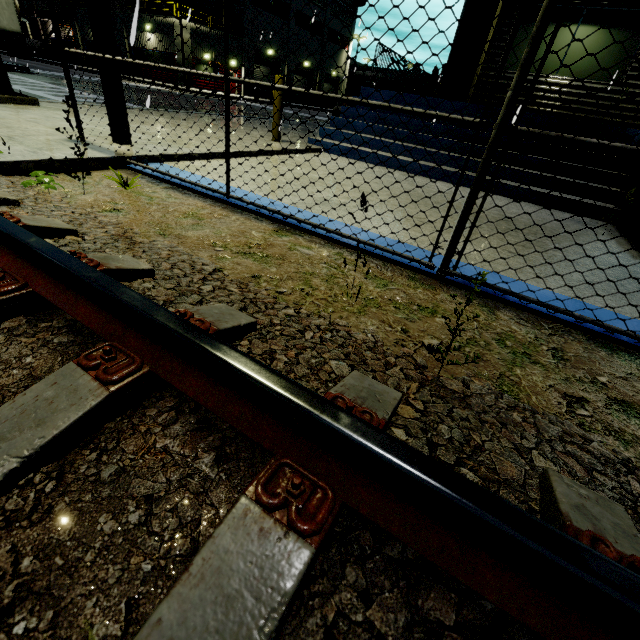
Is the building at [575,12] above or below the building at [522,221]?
above

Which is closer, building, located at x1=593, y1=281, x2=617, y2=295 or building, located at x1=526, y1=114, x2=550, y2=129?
building, located at x1=593, y1=281, x2=617, y2=295

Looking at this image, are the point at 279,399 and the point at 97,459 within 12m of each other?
yes

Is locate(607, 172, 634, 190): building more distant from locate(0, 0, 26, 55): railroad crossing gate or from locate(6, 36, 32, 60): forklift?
locate(6, 36, 32, 60): forklift

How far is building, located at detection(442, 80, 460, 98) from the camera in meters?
9.9 m

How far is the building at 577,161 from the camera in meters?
6.4
